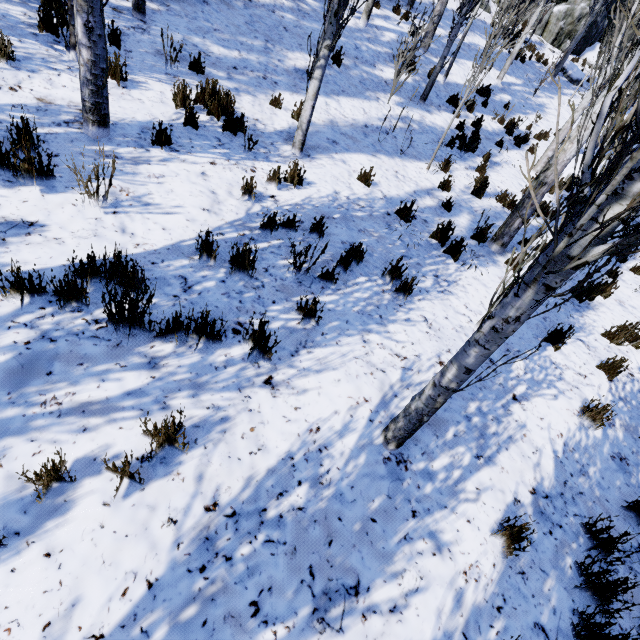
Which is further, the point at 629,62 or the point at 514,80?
the point at 514,80

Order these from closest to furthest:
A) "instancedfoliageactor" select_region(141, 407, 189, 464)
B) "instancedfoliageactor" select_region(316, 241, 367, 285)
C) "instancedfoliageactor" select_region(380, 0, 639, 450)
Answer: "instancedfoliageactor" select_region(380, 0, 639, 450), "instancedfoliageactor" select_region(141, 407, 189, 464), "instancedfoliageactor" select_region(316, 241, 367, 285)

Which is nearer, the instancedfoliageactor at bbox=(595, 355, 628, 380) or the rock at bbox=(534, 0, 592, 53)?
the instancedfoliageactor at bbox=(595, 355, 628, 380)

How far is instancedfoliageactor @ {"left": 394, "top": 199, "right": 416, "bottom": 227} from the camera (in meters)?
5.55

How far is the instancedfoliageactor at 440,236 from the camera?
5.54m

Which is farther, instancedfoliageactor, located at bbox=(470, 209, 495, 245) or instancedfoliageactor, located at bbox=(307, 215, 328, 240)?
instancedfoliageactor, located at bbox=(470, 209, 495, 245)

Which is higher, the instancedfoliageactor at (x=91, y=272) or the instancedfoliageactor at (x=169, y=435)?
the instancedfoliageactor at (x=91, y=272)

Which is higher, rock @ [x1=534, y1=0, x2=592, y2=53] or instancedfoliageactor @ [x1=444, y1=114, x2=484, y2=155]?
rock @ [x1=534, y1=0, x2=592, y2=53]
